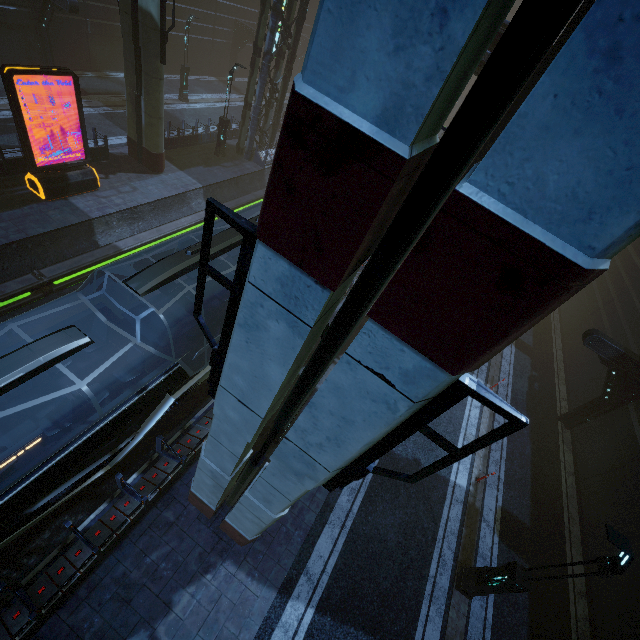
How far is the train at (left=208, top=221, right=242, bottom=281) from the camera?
8.5 meters

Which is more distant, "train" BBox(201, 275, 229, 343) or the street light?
"train" BBox(201, 275, 229, 343)

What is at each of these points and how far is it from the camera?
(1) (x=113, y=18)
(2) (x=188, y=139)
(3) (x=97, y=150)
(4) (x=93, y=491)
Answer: (1) building, 23.0 meters
(2) building, 21.5 meters
(3) building, 17.0 meters
(4) train rail, 9.0 meters

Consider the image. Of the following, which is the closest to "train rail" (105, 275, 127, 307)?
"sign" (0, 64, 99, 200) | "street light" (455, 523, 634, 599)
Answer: A: "sign" (0, 64, 99, 200)

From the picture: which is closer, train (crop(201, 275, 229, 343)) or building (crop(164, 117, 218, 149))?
train (crop(201, 275, 229, 343))

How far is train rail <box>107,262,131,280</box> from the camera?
14.3 meters

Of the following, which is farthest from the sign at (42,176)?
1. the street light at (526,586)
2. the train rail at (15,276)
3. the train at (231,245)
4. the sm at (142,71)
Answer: the street light at (526,586)
